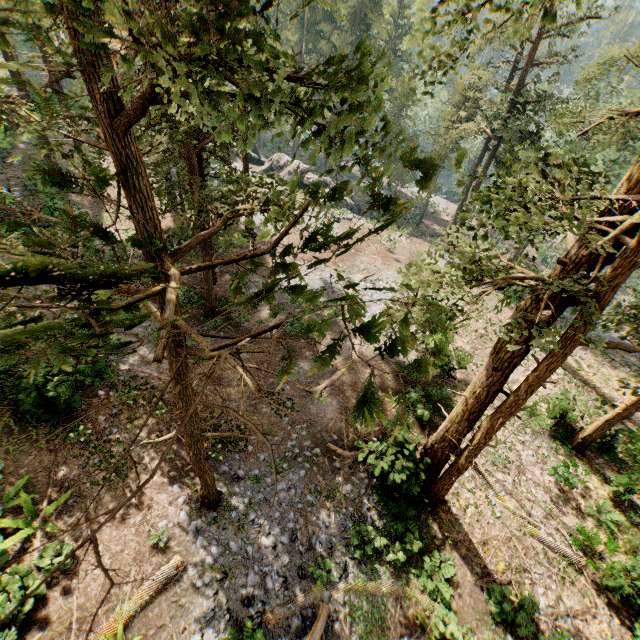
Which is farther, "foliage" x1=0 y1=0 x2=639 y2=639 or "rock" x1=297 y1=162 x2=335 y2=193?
"rock" x1=297 y1=162 x2=335 y2=193

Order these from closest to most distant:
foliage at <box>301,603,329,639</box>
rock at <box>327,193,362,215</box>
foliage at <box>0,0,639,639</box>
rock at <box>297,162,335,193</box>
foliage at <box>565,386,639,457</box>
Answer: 1. foliage at <box>0,0,639,639</box>
2. foliage at <box>301,603,329,639</box>
3. foliage at <box>565,386,639,457</box>
4. rock at <box>327,193,362,215</box>
5. rock at <box>297,162,335,193</box>

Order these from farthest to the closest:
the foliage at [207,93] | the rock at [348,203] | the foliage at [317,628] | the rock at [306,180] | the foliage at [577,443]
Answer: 1. the rock at [306,180]
2. the rock at [348,203]
3. the foliage at [577,443]
4. the foliage at [317,628]
5. the foliage at [207,93]

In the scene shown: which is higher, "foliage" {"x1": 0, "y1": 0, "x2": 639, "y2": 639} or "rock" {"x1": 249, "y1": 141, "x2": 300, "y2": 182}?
"foliage" {"x1": 0, "y1": 0, "x2": 639, "y2": 639}

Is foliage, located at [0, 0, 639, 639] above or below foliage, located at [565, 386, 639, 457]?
above

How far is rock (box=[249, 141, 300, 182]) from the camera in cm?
3991

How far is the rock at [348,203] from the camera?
37.6m

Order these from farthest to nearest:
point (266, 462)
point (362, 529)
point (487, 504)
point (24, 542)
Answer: point (487, 504), point (266, 462), point (362, 529), point (24, 542)
